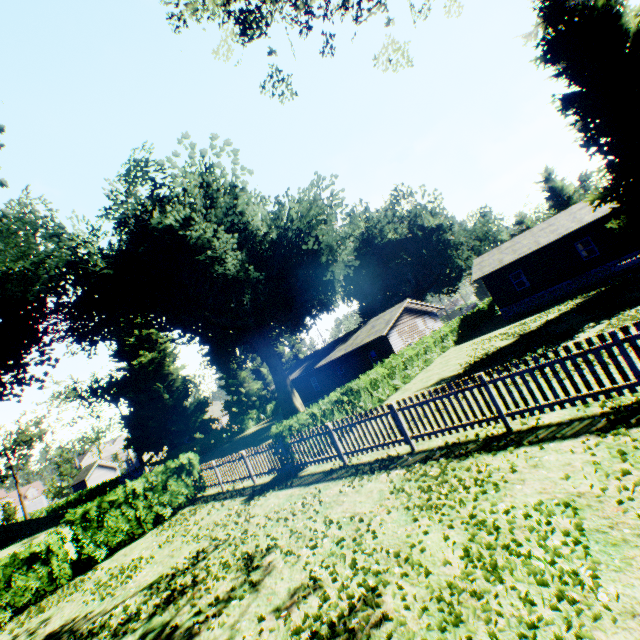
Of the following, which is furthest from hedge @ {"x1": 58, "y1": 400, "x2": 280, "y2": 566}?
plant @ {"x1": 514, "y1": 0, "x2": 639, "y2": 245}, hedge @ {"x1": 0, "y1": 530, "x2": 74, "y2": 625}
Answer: hedge @ {"x1": 0, "y1": 530, "x2": 74, "y2": 625}

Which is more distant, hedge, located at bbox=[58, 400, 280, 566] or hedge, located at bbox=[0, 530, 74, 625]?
hedge, located at bbox=[58, 400, 280, 566]

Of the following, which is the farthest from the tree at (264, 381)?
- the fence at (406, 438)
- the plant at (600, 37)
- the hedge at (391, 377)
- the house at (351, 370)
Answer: the house at (351, 370)

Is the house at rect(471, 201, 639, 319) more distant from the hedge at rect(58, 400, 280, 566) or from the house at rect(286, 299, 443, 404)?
the house at rect(286, 299, 443, 404)

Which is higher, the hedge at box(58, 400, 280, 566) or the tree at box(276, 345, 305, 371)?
the tree at box(276, 345, 305, 371)

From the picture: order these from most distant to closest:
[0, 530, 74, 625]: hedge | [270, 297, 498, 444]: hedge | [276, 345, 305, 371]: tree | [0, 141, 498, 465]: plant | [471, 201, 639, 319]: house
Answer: [276, 345, 305, 371]: tree, [471, 201, 639, 319]: house, [0, 141, 498, 465]: plant, [270, 297, 498, 444]: hedge, [0, 530, 74, 625]: hedge

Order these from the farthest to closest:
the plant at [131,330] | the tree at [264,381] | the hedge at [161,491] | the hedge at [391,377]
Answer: the tree at [264,381] → the plant at [131,330] → the hedge at [391,377] → the hedge at [161,491]

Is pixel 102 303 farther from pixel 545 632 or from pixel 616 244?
pixel 616 244
